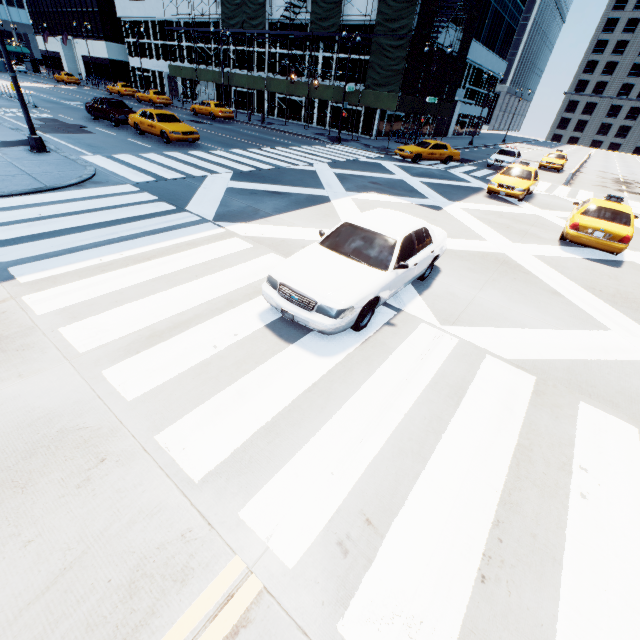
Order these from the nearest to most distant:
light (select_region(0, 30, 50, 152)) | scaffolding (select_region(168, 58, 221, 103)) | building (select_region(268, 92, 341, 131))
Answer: light (select_region(0, 30, 50, 152)) → building (select_region(268, 92, 341, 131)) → scaffolding (select_region(168, 58, 221, 103))

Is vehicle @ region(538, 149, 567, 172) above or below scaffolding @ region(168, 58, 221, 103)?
below

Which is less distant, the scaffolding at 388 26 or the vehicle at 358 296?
the vehicle at 358 296

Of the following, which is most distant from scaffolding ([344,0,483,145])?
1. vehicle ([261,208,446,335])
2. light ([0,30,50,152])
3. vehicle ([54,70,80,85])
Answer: light ([0,30,50,152])

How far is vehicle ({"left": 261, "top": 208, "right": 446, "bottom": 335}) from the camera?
5.2 meters

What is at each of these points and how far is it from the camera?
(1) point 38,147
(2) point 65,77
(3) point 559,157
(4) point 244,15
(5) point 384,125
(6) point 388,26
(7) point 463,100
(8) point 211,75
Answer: (1) light, 13.28m
(2) vehicle, 47.00m
(3) vehicle, 30.00m
(4) scaffolding, 32.44m
(5) building, 33.84m
(6) scaffolding, 25.23m
(7) building, 42.34m
(8) scaffolding, 38.12m

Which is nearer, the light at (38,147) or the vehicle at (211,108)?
the light at (38,147)

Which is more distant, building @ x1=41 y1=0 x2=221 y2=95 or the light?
building @ x1=41 y1=0 x2=221 y2=95
